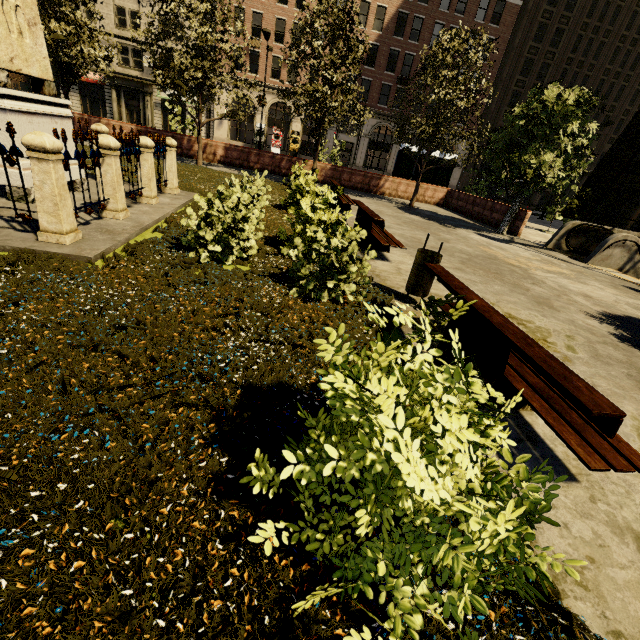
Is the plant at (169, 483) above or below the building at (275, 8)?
below

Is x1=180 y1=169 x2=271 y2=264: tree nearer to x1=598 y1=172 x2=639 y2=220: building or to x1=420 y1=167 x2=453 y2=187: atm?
x1=598 y1=172 x2=639 y2=220: building

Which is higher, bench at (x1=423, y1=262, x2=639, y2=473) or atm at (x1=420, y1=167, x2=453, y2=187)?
atm at (x1=420, y1=167, x2=453, y2=187)

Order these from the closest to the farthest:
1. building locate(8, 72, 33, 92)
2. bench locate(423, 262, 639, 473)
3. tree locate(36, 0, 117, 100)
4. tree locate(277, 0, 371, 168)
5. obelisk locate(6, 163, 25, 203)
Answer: bench locate(423, 262, 639, 473)
obelisk locate(6, 163, 25, 203)
tree locate(36, 0, 117, 100)
tree locate(277, 0, 371, 168)
building locate(8, 72, 33, 92)

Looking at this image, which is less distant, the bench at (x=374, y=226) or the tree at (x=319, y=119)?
the bench at (x=374, y=226)

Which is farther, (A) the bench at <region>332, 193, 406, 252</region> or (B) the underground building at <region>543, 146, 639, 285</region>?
(B) the underground building at <region>543, 146, 639, 285</region>

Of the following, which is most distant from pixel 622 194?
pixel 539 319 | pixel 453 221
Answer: pixel 539 319

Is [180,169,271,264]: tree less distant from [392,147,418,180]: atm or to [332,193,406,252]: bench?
[332,193,406,252]: bench
